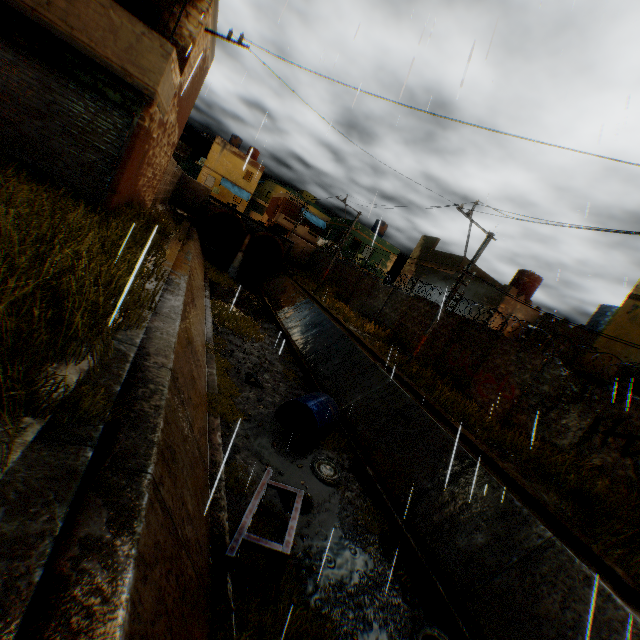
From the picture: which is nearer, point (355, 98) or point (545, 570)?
point (355, 98)

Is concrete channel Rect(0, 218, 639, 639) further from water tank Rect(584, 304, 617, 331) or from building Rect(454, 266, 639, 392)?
water tank Rect(584, 304, 617, 331)

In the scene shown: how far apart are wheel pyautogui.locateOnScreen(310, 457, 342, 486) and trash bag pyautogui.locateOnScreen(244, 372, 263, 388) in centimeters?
343cm

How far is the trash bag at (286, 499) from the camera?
7.0 meters

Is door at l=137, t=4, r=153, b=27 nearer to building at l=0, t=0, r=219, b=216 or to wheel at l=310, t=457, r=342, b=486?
building at l=0, t=0, r=219, b=216

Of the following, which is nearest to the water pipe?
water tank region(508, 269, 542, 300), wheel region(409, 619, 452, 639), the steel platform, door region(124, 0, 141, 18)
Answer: water tank region(508, 269, 542, 300)

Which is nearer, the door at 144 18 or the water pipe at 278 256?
the door at 144 18

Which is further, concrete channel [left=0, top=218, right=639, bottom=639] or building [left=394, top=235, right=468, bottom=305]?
building [left=394, top=235, right=468, bottom=305]
